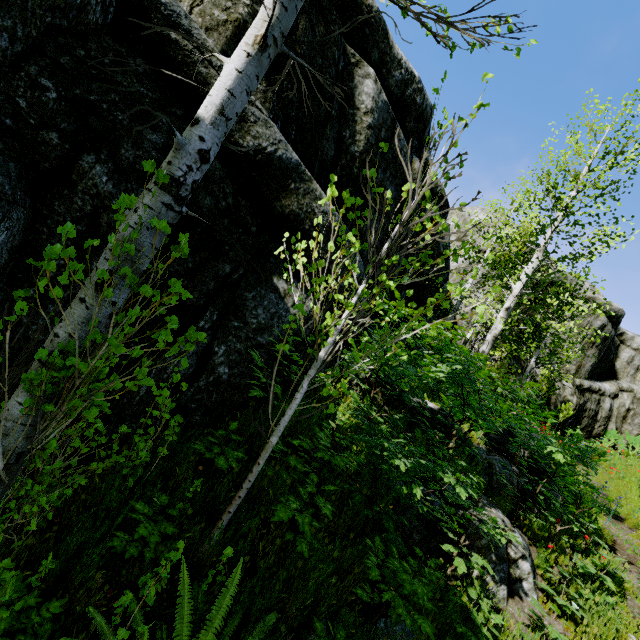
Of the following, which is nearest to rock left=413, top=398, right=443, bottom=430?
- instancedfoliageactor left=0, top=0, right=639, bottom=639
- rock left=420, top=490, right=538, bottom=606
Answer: instancedfoliageactor left=0, top=0, right=639, bottom=639

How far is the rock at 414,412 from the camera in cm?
572

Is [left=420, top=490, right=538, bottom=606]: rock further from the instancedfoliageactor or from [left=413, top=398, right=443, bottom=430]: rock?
[left=413, top=398, right=443, bottom=430]: rock

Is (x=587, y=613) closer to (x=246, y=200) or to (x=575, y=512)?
(x=575, y=512)

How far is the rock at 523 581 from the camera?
4.2 meters

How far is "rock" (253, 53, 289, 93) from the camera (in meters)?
4.43

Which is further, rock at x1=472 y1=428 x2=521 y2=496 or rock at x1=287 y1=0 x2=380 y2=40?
rock at x1=472 y1=428 x2=521 y2=496
